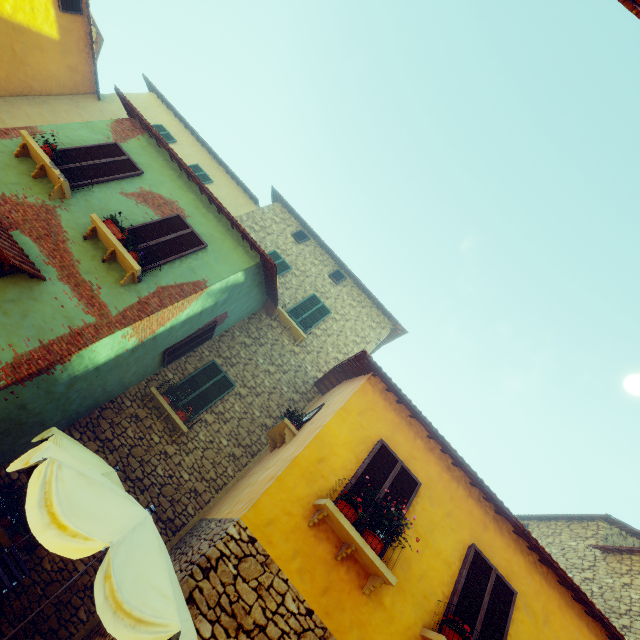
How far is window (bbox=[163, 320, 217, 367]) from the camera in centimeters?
855cm

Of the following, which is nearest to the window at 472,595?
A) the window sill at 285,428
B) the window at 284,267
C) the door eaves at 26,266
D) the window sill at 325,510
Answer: the window sill at 325,510

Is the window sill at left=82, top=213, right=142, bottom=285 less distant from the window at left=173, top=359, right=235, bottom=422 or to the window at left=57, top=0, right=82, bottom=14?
the window at left=57, top=0, right=82, bottom=14

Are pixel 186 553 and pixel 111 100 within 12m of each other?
no

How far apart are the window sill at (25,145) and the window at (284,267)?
5.9m

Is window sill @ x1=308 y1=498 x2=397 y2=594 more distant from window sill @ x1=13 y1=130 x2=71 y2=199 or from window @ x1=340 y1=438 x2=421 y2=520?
window sill @ x1=13 y1=130 x2=71 y2=199

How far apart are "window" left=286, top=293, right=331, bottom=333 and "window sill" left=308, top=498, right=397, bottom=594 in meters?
7.2

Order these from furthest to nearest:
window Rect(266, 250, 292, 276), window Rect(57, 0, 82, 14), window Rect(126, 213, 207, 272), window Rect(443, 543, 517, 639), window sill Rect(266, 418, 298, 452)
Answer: window Rect(266, 250, 292, 276)
window Rect(57, 0, 82, 14)
window sill Rect(266, 418, 298, 452)
window Rect(126, 213, 207, 272)
window Rect(443, 543, 517, 639)
